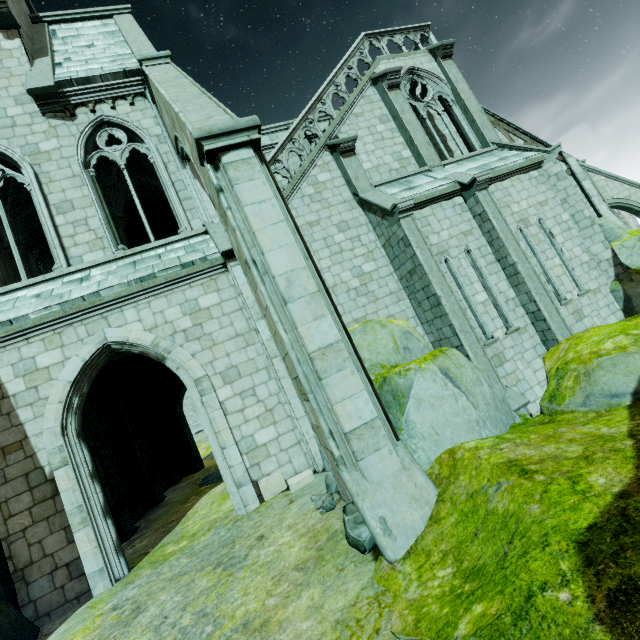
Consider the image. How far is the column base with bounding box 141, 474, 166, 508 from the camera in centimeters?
1293cm

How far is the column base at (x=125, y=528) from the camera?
9.7 meters

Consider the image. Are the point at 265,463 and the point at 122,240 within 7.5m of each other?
no

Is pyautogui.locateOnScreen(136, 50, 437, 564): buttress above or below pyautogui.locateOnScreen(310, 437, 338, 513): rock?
above

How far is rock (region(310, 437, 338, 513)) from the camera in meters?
5.3

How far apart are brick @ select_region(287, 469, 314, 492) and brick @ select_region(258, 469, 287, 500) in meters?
0.1

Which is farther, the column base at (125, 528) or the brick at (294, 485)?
the column base at (125, 528)

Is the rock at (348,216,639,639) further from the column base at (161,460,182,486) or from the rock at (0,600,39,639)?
the column base at (161,460,182,486)
